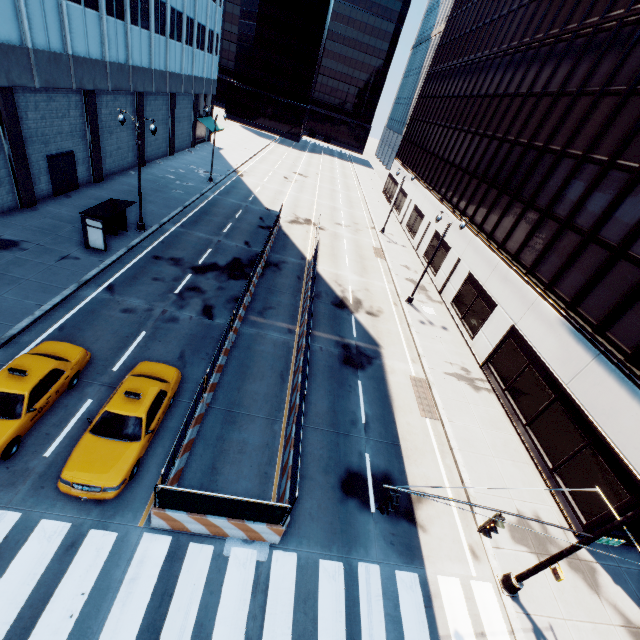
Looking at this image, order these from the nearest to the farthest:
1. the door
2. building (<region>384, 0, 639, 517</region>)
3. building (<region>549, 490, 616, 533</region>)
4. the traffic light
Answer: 1. the traffic light
2. building (<region>549, 490, 616, 533</region>)
3. building (<region>384, 0, 639, 517</region>)
4. the door

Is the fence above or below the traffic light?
below

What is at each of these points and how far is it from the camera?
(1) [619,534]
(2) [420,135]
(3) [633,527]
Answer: (1) building, 13.1m
(2) building, 47.8m
(3) building, 13.1m

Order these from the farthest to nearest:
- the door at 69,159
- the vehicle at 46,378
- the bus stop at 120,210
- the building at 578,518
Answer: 1. the door at 69,159
2. the bus stop at 120,210
3. the building at 578,518
4. the vehicle at 46,378

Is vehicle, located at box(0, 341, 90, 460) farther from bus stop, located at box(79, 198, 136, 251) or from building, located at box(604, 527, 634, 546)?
building, located at box(604, 527, 634, 546)

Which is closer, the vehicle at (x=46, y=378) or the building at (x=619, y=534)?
the vehicle at (x=46, y=378)

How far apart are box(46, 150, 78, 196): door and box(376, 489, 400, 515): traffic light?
29.91m

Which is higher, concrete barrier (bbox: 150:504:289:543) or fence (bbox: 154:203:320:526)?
fence (bbox: 154:203:320:526)
